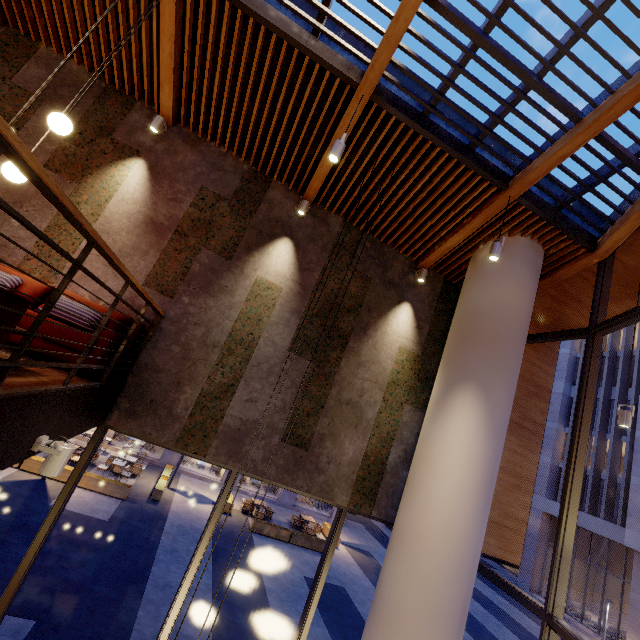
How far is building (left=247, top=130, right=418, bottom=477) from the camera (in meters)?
5.12

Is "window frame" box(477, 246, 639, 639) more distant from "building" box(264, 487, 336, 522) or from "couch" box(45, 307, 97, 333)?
"building" box(264, 487, 336, 522)

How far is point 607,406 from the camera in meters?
25.5

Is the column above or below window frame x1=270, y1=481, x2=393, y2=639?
above

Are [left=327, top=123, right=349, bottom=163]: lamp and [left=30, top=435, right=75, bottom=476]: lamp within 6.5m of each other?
yes

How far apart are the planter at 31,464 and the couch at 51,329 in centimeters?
1227cm

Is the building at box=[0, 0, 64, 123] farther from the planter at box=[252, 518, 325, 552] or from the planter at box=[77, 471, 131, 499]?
the planter at box=[252, 518, 325, 552]

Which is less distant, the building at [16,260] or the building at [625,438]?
the building at [16,260]
